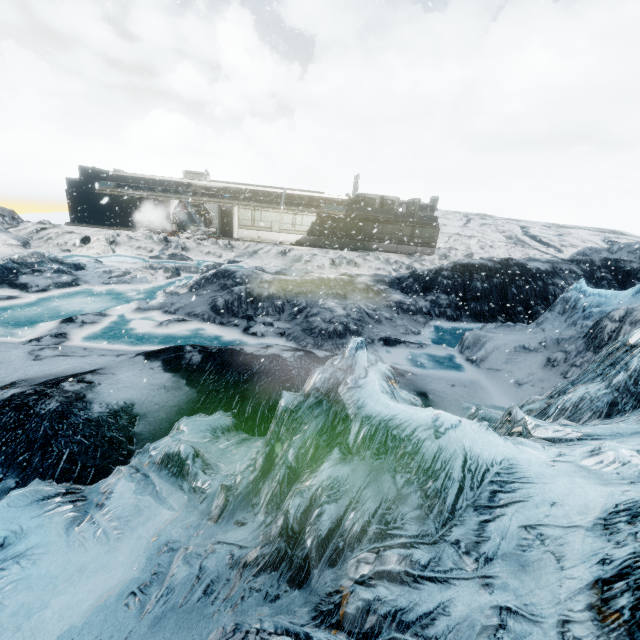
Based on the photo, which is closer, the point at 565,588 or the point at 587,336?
the point at 565,588
